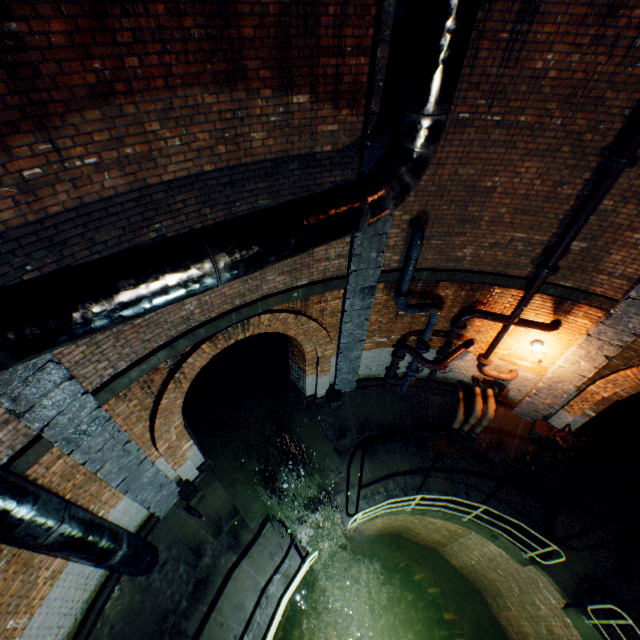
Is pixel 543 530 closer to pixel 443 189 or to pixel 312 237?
pixel 443 189

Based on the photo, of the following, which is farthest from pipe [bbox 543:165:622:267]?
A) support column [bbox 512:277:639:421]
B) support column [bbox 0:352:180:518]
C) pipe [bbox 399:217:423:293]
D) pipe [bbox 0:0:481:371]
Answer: support column [bbox 0:352:180:518]

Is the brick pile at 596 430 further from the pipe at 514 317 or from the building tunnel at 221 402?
the building tunnel at 221 402

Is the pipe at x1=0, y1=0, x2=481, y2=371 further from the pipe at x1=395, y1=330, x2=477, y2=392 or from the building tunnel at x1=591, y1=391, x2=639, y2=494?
the building tunnel at x1=591, y1=391, x2=639, y2=494

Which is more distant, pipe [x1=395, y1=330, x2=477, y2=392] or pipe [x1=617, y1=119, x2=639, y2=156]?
pipe [x1=395, y1=330, x2=477, y2=392]

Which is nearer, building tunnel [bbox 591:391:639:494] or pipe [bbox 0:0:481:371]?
pipe [bbox 0:0:481:371]

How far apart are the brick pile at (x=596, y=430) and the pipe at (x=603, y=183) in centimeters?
540cm

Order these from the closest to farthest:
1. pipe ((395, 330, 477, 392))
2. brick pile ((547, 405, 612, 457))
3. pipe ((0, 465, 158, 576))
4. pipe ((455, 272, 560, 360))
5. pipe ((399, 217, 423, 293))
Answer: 1. pipe ((0, 465, 158, 576))
2. pipe ((399, 217, 423, 293))
3. pipe ((455, 272, 560, 360))
4. pipe ((395, 330, 477, 392))
5. brick pile ((547, 405, 612, 457))
